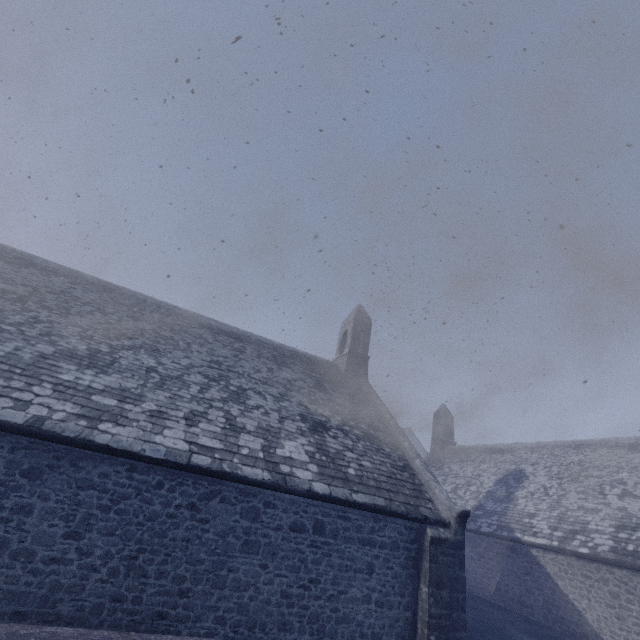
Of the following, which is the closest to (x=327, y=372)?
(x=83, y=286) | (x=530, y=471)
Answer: (x=83, y=286)
